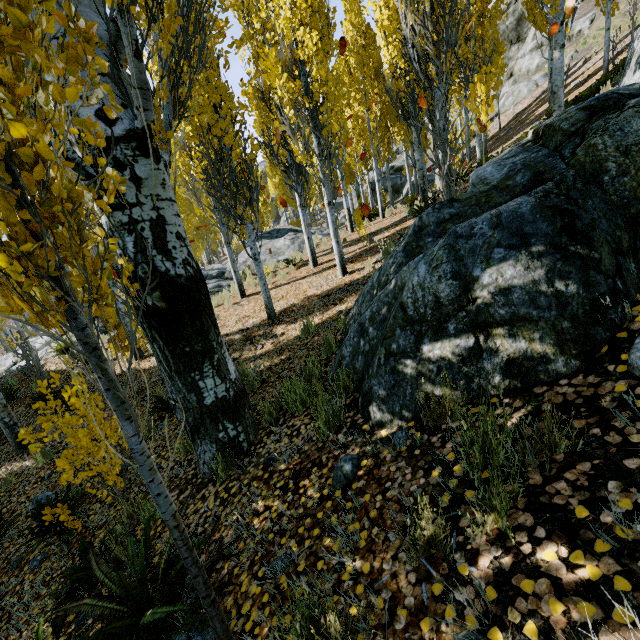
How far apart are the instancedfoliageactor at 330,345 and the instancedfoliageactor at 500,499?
3.08m

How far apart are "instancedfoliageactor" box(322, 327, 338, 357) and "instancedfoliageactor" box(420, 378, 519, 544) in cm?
308

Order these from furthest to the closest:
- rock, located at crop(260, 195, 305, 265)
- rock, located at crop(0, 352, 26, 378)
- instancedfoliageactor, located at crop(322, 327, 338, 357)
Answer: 1. rock, located at crop(260, 195, 305, 265)
2. rock, located at crop(0, 352, 26, 378)
3. instancedfoliageactor, located at crop(322, 327, 338, 357)

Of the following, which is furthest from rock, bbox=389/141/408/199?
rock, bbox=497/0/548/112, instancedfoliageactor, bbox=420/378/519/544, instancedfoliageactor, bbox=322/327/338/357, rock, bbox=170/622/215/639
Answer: rock, bbox=170/622/215/639

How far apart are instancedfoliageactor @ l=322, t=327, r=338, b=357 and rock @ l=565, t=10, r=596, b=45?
35.06m

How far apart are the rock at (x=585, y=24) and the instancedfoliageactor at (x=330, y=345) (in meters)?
35.06

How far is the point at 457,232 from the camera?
2.66m

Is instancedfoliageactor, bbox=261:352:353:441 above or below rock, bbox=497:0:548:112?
below
